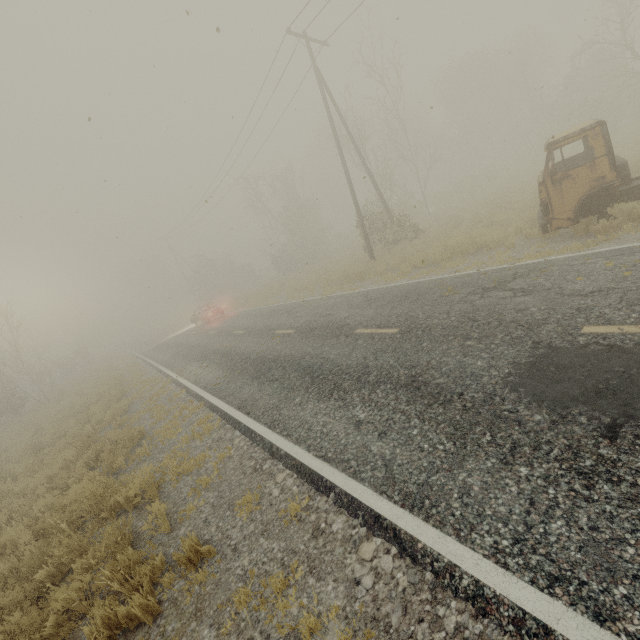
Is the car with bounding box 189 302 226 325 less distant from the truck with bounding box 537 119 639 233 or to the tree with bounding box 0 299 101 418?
the tree with bounding box 0 299 101 418

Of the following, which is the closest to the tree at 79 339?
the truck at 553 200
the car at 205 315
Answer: the car at 205 315

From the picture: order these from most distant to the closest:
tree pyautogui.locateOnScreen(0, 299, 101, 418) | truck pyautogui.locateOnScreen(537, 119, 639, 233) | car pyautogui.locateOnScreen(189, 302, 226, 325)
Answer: car pyautogui.locateOnScreen(189, 302, 226, 325) → tree pyautogui.locateOnScreen(0, 299, 101, 418) → truck pyautogui.locateOnScreen(537, 119, 639, 233)

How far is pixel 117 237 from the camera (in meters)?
11.61

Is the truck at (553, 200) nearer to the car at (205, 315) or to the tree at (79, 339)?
the car at (205, 315)

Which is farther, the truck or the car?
the car

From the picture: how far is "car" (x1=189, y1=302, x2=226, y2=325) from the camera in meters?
25.5 m
